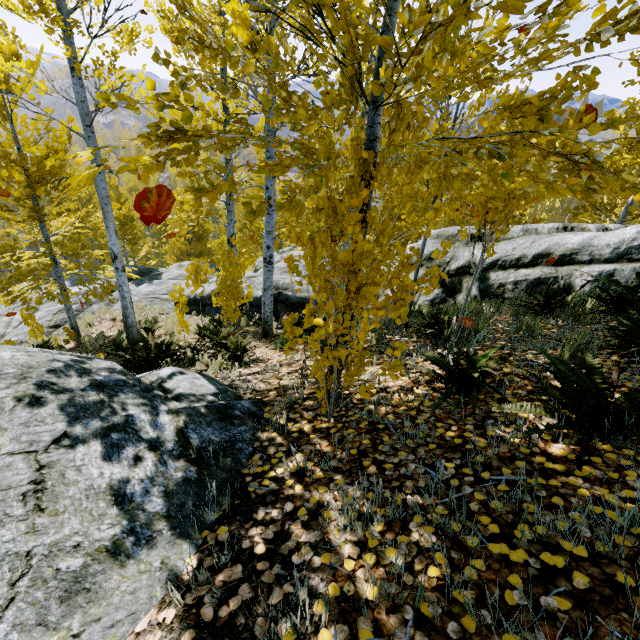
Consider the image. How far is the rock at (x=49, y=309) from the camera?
12.8 meters

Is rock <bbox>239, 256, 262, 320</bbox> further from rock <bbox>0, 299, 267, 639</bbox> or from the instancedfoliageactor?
rock <bbox>0, 299, 267, 639</bbox>

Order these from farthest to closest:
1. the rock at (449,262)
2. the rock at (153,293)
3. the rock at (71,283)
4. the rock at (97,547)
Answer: the rock at (71,283)
the rock at (153,293)
the rock at (449,262)
the rock at (97,547)

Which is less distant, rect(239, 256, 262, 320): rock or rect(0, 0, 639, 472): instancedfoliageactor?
rect(0, 0, 639, 472): instancedfoliageactor

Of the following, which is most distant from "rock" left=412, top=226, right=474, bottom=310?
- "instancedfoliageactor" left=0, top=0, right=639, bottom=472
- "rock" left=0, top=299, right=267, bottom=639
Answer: "rock" left=0, top=299, right=267, bottom=639

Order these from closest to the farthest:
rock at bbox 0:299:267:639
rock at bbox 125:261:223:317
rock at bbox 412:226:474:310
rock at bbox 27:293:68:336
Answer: rock at bbox 0:299:267:639
rock at bbox 412:226:474:310
rock at bbox 125:261:223:317
rock at bbox 27:293:68:336

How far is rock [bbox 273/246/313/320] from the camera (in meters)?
11.57

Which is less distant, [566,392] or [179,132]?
[179,132]
